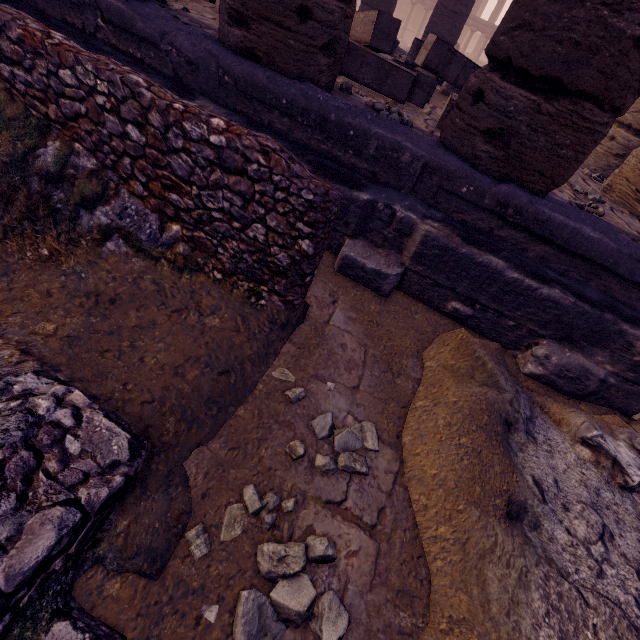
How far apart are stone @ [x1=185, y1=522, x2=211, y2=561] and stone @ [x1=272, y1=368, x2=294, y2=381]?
0.5 meters

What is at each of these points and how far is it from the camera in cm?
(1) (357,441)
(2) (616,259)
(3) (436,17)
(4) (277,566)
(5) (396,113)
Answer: (1) stone, 169
(2) building base, 230
(3) column, 947
(4) stone, 122
(5) stone, 305

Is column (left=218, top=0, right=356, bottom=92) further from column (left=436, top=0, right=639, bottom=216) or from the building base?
column (left=436, top=0, right=639, bottom=216)

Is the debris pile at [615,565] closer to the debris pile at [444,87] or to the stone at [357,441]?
the stone at [357,441]

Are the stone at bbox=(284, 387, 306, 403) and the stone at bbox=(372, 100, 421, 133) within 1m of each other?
no

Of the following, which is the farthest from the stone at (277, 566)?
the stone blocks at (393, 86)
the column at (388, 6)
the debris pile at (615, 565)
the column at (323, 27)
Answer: the column at (388, 6)

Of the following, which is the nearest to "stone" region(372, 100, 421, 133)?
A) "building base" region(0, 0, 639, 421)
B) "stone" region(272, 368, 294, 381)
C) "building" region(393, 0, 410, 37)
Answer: "building base" region(0, 0, 639, 421)

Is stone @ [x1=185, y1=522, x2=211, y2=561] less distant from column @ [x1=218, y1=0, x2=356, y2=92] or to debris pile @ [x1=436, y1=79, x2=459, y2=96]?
column @ [x1=218, y1=0, x2=356, y2=92]
